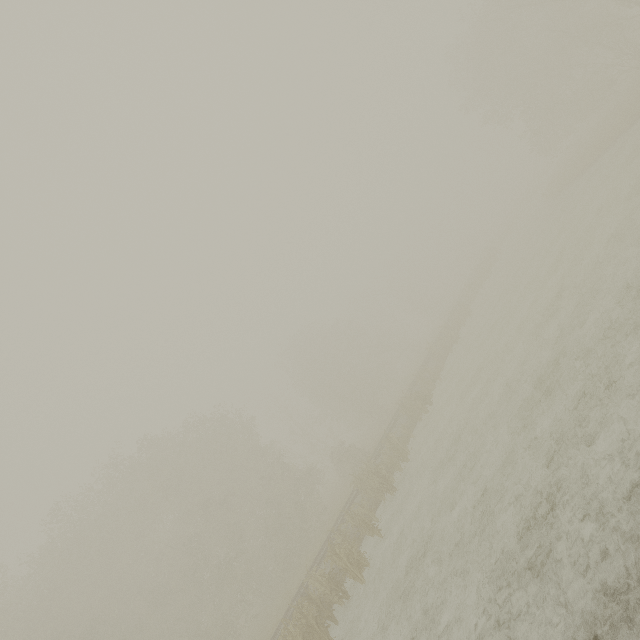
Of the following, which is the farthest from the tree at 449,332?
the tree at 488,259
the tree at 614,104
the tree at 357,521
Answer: the tree at 614,104

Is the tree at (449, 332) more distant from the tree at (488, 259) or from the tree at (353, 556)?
the tree at (353, 556)

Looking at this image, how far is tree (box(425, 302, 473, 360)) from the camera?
27.8 meters

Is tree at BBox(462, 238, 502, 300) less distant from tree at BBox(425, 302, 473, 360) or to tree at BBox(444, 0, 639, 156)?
tree at BBox(425, 302, 473, 360)

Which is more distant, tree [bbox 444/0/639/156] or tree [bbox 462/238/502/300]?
tree [bbox 462/238/502/300]

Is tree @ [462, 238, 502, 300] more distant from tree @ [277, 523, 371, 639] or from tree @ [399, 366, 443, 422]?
tree @ [277, 523, 371, 639]

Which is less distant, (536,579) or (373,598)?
(536,579)

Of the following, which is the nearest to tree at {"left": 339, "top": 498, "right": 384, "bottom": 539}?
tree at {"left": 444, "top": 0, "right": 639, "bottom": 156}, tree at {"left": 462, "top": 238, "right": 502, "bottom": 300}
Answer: tree at {"left": 462, "top": 238, "right": 502, "bottom": 300}
